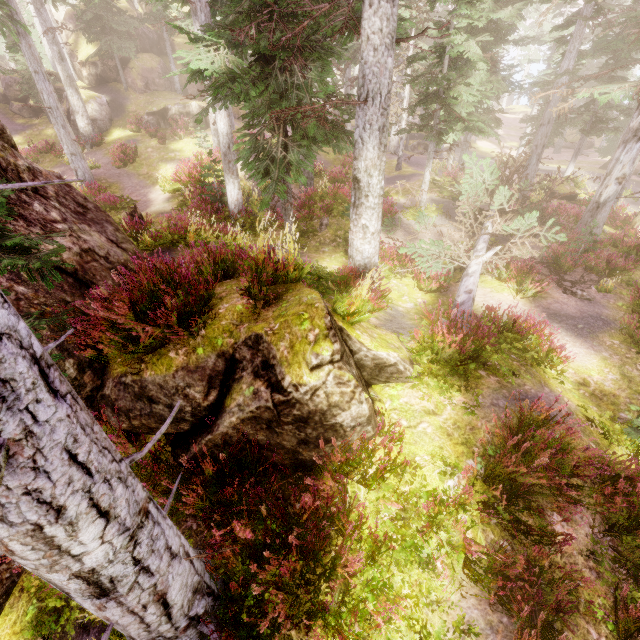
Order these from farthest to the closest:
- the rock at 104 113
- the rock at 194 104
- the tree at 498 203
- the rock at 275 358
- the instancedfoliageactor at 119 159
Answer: the rock at 194 104 < the rock at 104 113 < the instancedfoliageactor at 119 159 < the tree at 498 203 < the rock at 275 358

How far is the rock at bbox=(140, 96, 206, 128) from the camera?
26.6 meters

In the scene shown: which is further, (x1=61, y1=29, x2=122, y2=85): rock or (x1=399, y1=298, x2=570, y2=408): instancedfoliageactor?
(x1=61, y1=29, x2=122, y2=85): rock

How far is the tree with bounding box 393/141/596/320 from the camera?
9.67m

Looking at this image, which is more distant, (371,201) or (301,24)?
(371,201)

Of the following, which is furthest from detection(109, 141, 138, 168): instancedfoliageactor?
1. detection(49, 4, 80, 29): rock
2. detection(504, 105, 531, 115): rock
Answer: detection(504, 105, 531, 115): rock

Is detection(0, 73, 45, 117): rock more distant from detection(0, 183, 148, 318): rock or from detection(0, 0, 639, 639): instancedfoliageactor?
detection(0, 183, 148, 318): rock

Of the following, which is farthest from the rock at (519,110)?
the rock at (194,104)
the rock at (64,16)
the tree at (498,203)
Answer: the rock at (194,104)
